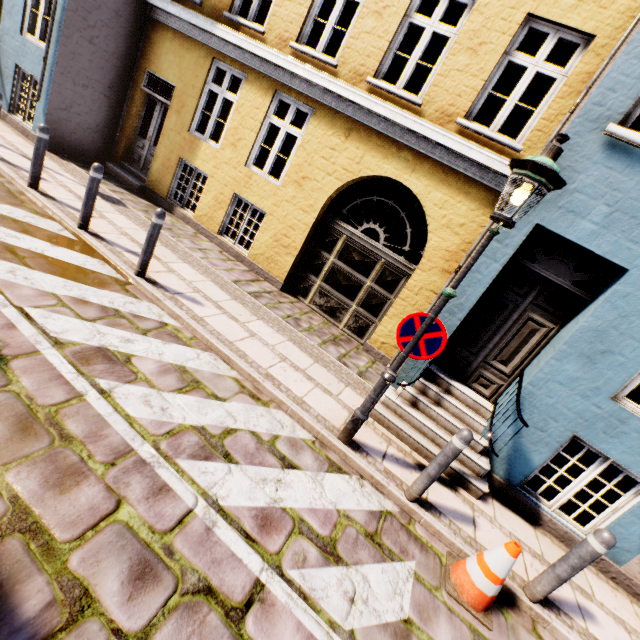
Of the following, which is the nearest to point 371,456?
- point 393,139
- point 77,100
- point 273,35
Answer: point 393,139

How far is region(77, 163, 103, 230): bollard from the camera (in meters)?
5.05

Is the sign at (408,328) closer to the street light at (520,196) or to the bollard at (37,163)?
the street light at (520,196)

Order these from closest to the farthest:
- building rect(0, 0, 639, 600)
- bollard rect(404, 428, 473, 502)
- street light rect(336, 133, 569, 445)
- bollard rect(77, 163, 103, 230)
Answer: street light rect(336, 133, 569, 445), bollard rect(404, 428, 473, 502), building rect(0, 0, 639, 600), bollard rect(77, 163, 103, 230)

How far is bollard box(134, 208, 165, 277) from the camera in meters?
4.7 m

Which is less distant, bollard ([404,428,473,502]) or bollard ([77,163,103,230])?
bollard ([404,428,473,502])

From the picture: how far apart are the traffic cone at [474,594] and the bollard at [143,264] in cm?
547

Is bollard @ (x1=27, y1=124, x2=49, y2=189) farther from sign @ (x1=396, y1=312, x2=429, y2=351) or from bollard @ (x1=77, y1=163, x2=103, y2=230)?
sign @ (x1=396, y1=312, x2=429, y2=351)
